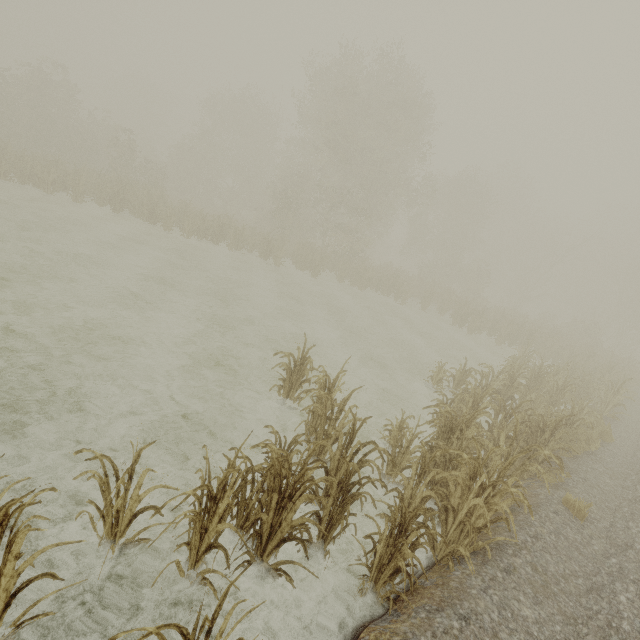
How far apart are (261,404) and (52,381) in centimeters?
364cm
